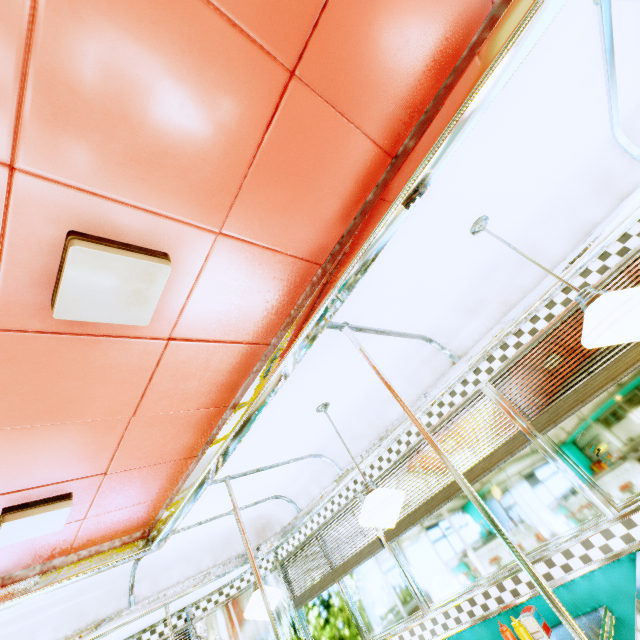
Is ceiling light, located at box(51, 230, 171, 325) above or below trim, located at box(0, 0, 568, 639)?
above

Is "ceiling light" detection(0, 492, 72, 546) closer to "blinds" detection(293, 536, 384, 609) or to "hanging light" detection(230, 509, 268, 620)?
"hanging light" detection(230, 509, 268, 620)

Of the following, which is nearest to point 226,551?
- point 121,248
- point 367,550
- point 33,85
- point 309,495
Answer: point 309,495

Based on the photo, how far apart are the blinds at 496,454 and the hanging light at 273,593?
1.24m

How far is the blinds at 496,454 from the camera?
2.7 meters

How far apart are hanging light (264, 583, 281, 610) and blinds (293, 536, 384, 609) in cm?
79

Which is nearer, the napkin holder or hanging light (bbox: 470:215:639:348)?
hanging light (bbox: 470:215:639:348)

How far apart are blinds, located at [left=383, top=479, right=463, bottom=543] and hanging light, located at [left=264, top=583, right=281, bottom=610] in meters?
1.2
